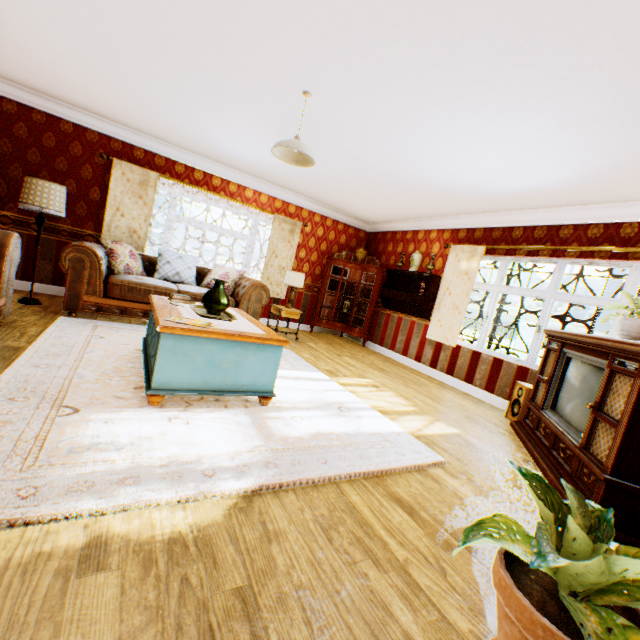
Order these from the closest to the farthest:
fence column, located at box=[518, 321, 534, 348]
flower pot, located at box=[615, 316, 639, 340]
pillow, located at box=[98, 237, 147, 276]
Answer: flower pot, located at box=[615, 316, 639, 340]
pillow, located at box=[98, 237, 147, 276]
fence column, located at box=[518, 321, 534, 348]

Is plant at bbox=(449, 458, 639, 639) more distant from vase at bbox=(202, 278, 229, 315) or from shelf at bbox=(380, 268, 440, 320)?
shelf at bbox=(380, 268, 440, 320)

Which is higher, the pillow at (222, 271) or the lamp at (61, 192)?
the lamp at (61, 192)

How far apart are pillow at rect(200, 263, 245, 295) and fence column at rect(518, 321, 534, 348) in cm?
1758

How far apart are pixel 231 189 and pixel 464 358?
5.85m

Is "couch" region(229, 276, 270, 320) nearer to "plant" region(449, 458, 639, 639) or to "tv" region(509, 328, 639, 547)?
"tv" region(509, 328, 639, 547)

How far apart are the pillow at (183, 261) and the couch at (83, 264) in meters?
0.0

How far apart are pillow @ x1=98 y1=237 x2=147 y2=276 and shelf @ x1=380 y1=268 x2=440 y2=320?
4.9 meters
